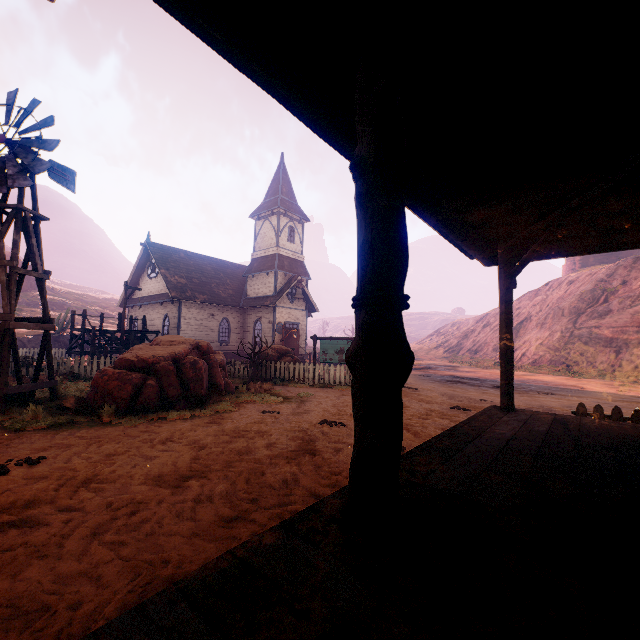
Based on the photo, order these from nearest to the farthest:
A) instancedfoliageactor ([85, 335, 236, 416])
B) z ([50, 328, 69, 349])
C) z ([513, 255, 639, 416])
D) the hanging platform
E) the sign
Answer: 1. instancedfoliageactor ([85, 335, 236, 416])
2. z ([513, 255, 639, 416])
3. the sign
4. the hanging platform
5. z ([50, 328, 69, 349])

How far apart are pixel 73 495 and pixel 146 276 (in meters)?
28.43

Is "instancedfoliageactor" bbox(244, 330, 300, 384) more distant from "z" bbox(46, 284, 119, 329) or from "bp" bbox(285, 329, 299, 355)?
"bp" bbox(285, 329, 299, 355)

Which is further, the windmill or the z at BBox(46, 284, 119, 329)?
the z at BBox(46, 284, 119, 329)

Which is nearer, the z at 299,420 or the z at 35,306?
the z at 299,420

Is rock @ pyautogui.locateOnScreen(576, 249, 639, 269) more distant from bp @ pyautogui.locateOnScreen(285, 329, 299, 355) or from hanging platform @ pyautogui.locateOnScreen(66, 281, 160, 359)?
hanging platform @ pyautogui.locateOnScreen(66, 281, 160, 359)

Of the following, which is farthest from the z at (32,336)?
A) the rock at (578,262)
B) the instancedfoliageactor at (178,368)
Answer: the rock at (578,262)

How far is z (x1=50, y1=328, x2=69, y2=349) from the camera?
28.6m
